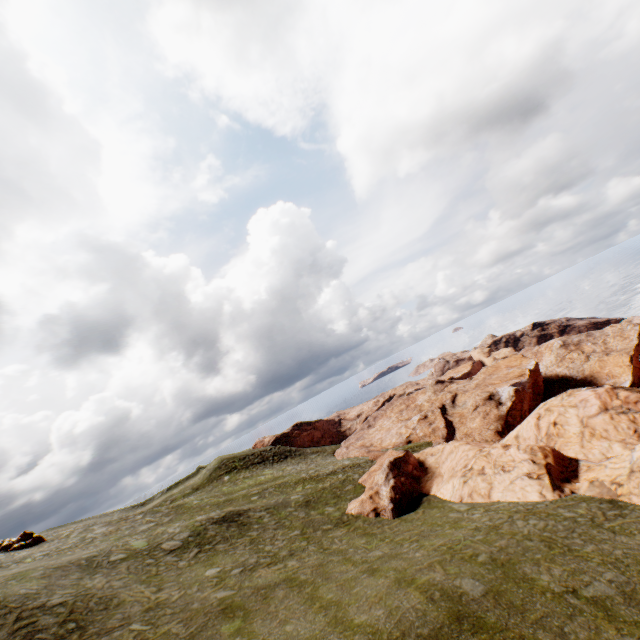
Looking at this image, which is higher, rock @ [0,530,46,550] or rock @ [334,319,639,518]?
rock @ [0,530,46,550]

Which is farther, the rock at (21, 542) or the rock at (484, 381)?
the rock at (21, 542)

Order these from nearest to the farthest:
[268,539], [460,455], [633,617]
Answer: [633,617] < [268,539] < [460,455]

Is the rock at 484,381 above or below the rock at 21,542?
below

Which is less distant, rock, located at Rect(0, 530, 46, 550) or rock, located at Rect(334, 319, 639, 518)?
rock, located at Rect(334, 319, 639, 518)
